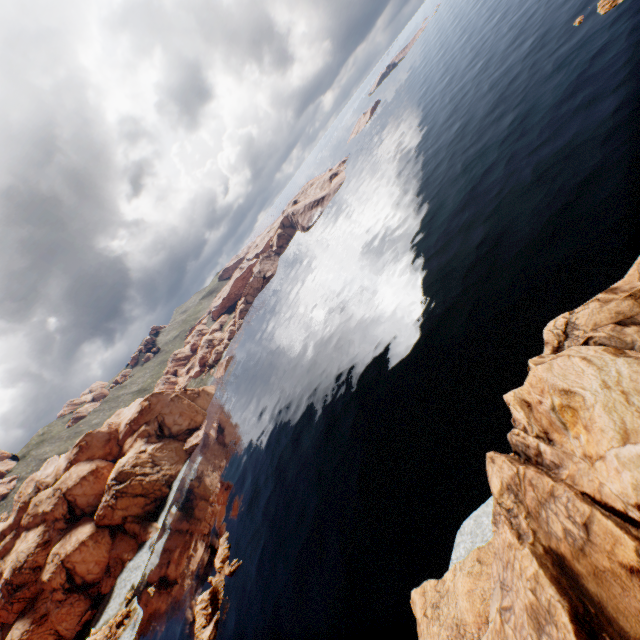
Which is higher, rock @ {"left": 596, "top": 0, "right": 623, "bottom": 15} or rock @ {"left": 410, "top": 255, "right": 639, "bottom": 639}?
rock @ {"left": 410, "top": 255, "right": 639, "bottom": 639}

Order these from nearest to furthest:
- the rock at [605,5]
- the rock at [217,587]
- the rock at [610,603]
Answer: the rock at [610,603] → the rock at [217,587] → the rock at [605,5]

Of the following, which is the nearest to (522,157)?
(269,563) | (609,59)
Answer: (609,59)

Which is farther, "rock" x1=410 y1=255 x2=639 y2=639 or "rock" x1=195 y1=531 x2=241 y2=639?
"rock" x1=195 y1=531 x2=241 y2=639

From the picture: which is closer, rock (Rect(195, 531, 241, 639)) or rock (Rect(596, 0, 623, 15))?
rock (Rect(195, 531, 241, 639))

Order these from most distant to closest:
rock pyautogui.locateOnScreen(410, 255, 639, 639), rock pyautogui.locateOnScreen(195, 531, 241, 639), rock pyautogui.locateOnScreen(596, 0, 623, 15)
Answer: rock pyautogui.locateOnScreen(596, 0, 623, 15) < rock pyautogui.locateOnScreen(195, 531, 241, 639) < rock pyautogui.locateOnScreen(410, 255, 639, 639)

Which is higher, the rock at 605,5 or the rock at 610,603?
the rock at 610,603
